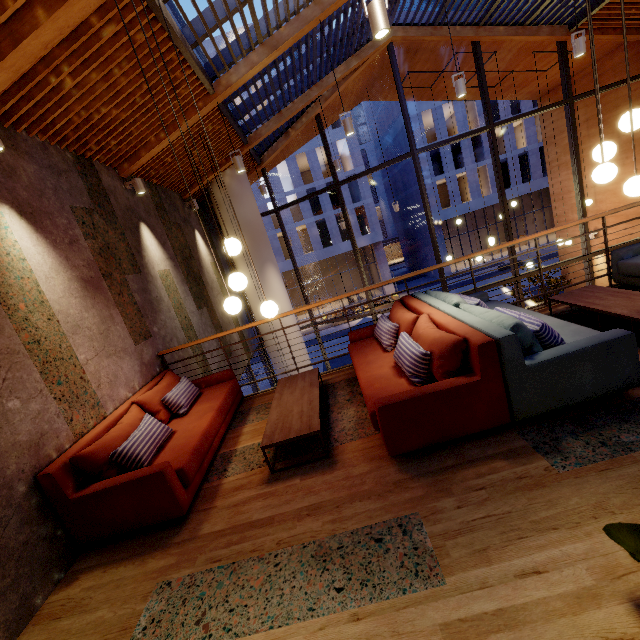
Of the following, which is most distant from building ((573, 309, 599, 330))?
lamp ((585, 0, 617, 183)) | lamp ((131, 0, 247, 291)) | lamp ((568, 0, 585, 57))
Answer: lamp ((568, 0, 585, 57))

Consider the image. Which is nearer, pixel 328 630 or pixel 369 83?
pixel 328 630

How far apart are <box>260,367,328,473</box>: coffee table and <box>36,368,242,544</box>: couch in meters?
0.6

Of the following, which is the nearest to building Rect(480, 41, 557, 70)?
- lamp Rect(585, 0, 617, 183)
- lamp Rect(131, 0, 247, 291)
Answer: lamp Rect(131, 0, 247, 291)

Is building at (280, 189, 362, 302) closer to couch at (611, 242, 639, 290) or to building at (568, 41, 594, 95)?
building at (568, 41, 594, 95)

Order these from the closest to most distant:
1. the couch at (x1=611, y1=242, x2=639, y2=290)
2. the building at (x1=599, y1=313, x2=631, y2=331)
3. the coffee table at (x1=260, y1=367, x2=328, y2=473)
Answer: the coffee table at (x1=260, y1=367, x2=328, y2=473)
the building at (x1=599, y1=313, x2=631, y2=331)
the couch at (x1=611, y1=242, x2=639, y2=290)

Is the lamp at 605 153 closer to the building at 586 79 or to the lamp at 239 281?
the building at 586 79

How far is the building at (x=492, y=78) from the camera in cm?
962
